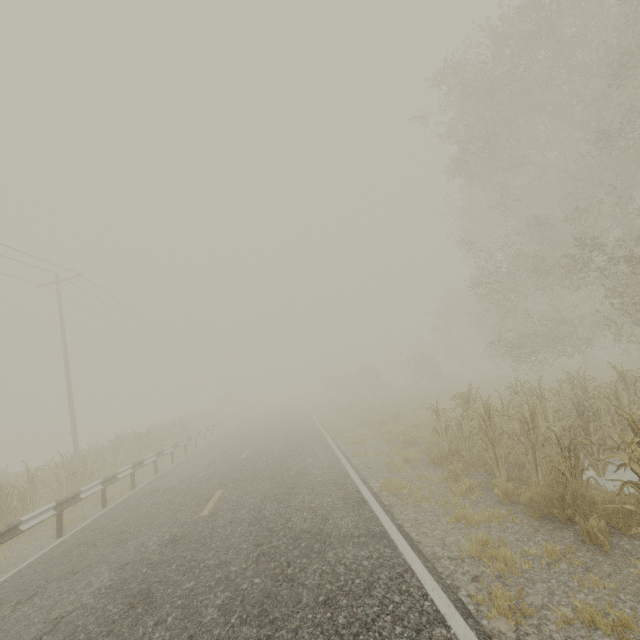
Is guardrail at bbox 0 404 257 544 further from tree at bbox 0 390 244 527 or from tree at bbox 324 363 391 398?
tree at bbox 0 390 244 527

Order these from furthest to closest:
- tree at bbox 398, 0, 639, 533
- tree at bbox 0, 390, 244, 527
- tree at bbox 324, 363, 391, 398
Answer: tree at bbox 324, 363, 391, 398 → tree at bbox 0, 390, 244, 527 → tree at bbox 398, 0, 639, 533

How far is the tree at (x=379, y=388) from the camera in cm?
3528

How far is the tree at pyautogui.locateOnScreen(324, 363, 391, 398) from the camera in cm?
3528

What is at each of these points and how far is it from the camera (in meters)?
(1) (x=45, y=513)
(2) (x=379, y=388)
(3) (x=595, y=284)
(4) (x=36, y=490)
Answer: (1) guardrail, 7.69
(2) tree, 35.56
(3) tree, 11.09
(4) tree, 12.16

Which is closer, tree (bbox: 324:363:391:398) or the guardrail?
the guardrail

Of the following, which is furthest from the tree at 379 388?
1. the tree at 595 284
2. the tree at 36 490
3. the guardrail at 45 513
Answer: the tree at 595 284

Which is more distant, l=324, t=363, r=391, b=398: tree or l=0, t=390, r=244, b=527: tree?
l=324, t=363, r=391, b=398: tree
